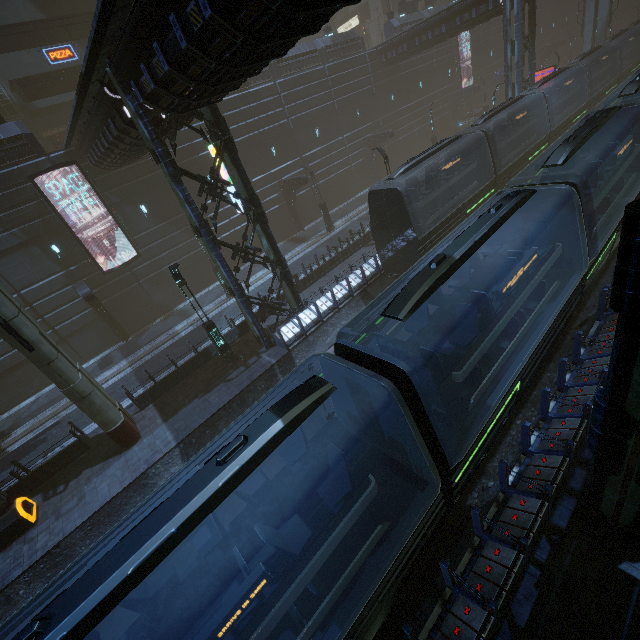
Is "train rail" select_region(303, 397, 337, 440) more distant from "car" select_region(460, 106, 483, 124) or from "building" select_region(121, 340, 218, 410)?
"car" select_region(460, 106, 483, 124)

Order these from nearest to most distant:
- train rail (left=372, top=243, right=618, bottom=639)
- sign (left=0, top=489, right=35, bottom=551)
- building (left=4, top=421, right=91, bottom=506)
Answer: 1. train rail (left=372, top=243, right=618, bottom=639)
2. sign (left=0, top=489, right=35, bottom=551)
3. building (left=4, top=421, right=91, bottom=506)

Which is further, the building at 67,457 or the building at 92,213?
the building at 92,213

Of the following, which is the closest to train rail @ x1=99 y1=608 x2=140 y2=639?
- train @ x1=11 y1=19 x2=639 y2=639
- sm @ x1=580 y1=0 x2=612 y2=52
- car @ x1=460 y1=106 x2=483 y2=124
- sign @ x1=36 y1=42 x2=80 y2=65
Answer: train @ x1=11 y1=19 x2=639 y2=639

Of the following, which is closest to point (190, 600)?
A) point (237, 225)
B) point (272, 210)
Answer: point (237, 225)

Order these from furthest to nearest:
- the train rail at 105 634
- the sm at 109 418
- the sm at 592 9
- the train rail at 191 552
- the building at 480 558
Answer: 1. the sm at 592 9
2. the sm at 109 418
3. the train rail at 191 552
4. the train rail at 105 634
5. the building at 480 558

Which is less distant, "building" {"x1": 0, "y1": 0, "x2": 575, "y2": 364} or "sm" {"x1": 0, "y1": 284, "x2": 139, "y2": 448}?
"building" {"x1": 0, "y1": 0, "x2": 575, "y2": 364}

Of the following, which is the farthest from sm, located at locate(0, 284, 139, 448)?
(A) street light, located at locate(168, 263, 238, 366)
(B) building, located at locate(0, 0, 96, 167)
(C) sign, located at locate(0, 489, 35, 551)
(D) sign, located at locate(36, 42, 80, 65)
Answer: (D) sign, located at locate(36, 42, 80, 65)
